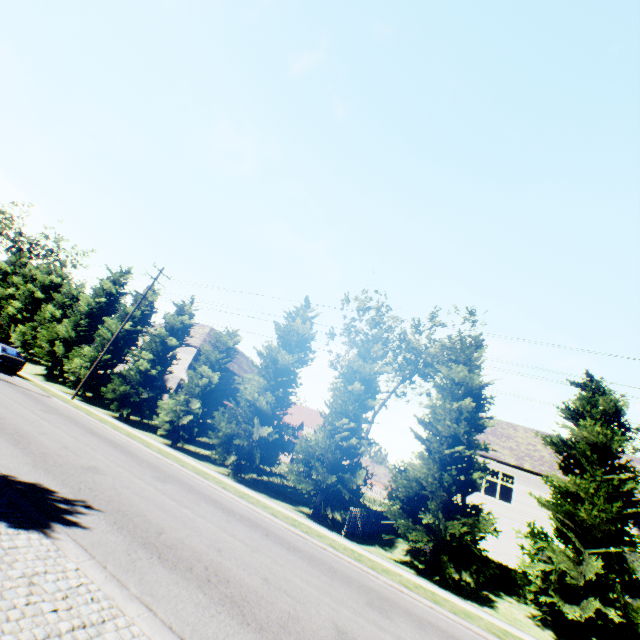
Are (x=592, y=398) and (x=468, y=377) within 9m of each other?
yes

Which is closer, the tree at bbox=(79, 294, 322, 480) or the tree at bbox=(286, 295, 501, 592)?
the tree at bbox=(286, 295, 501, 592)

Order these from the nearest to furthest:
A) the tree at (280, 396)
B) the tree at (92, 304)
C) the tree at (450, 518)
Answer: the tree at (450, 518), the tree at (280, 396), the tree at (92, 304)

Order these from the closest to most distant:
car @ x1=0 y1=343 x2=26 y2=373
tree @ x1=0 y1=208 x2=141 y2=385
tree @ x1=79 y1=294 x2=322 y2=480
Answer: tree @ x1=79 y1=294 x2=322 y2=480 < car @ x1=0 y1=343 x2=26 y2=373 < tree @ x1=0 y1=208 x2=141 y2=385

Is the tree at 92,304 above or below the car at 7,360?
above

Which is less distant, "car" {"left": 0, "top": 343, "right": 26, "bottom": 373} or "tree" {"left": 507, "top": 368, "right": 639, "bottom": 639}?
"tree" {"left": 507, "top": 368, "right": 639, "bottom": 639}

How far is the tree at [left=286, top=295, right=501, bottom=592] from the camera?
13.8m
